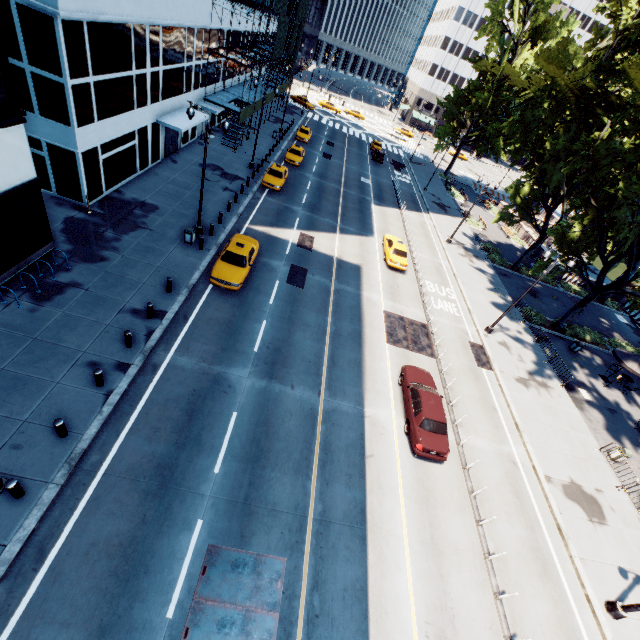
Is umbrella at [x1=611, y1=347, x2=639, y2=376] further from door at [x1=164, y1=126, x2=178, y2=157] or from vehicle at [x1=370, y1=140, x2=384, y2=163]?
door at [x1=164, y1=126, x2=178, y2=157]

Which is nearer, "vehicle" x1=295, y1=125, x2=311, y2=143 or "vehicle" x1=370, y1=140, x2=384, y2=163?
"vehicle" x1=295, y1=125, x2=311, y2=143

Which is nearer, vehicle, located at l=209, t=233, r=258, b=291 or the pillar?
the pillar

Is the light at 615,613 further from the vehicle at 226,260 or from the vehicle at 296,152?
the vehicle at 296,152

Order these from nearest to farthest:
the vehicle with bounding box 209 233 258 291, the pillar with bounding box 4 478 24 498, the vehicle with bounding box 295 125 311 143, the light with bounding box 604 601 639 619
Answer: the pillar with bounding box 4 478 24 498
the light with bounding box 604 601 639 619
the vehicle with bounding box 209 233 258 291
the vehicle with bounding box 295 125 311 143

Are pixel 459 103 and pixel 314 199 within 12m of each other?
no

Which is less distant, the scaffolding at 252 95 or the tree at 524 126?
the tree at 524 126

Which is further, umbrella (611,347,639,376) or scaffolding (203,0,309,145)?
scaffolding (203,0,309,145)
